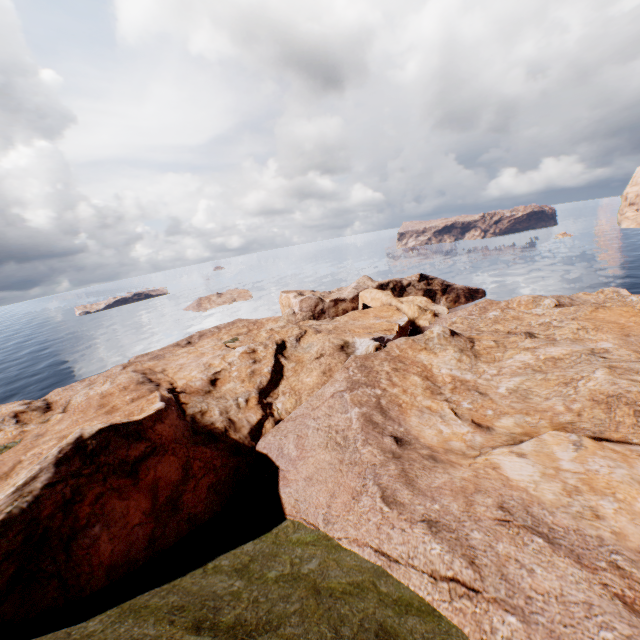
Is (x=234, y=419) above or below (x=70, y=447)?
below
